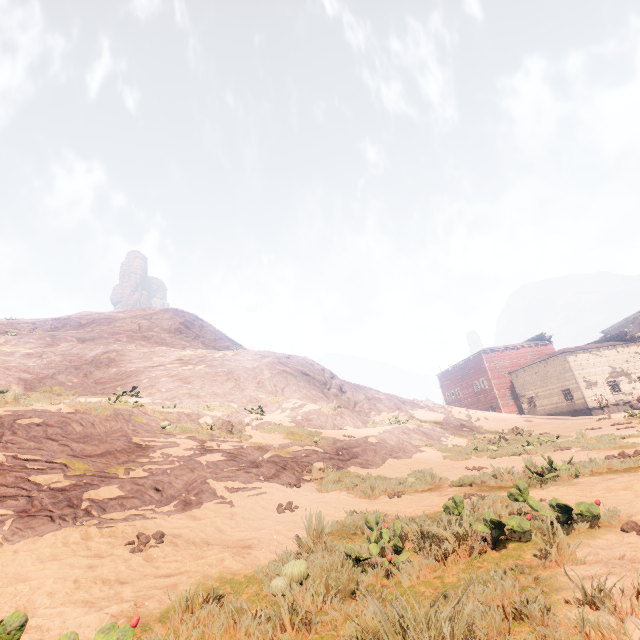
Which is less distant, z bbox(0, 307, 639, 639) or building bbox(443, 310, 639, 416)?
z bbox(0, 307, 639, 639)

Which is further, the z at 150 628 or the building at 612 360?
the building at 612 360

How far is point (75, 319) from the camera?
33.4m
